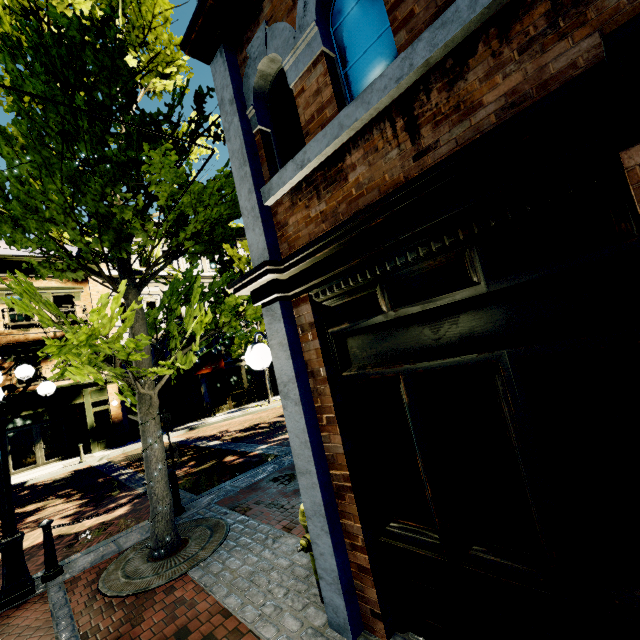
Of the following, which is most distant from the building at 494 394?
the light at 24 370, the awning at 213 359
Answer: the light at 24 370

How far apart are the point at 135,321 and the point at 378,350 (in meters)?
4.39

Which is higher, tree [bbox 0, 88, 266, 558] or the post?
tree [bbox 0, 88, 266, 558]

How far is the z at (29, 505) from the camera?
7.13m

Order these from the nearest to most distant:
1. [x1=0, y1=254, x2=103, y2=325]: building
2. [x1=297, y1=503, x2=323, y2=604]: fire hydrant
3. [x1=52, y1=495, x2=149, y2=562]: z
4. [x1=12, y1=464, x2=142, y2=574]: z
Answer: [x1=297, y1=503, x2=323, y2=604]: fire hydrant, [x1=52, y1=495, x2=149, y2=562]: z, [x1=12, y1=464, x2=142, y2=574]: z, [x1=0, y1=254, x2=103, y2=325]: building

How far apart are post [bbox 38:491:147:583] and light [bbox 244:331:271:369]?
4.7 meters

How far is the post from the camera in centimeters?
502cm

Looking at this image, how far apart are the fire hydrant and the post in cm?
463
